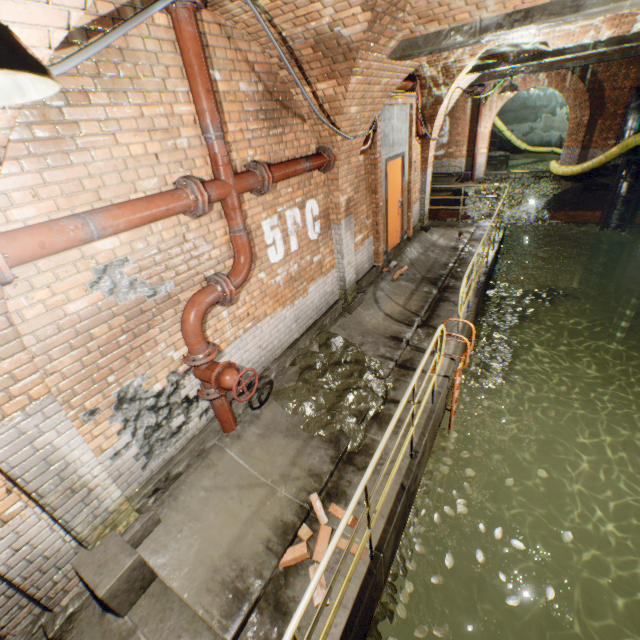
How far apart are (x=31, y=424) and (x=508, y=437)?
10.99m

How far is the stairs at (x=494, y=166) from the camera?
19.5m

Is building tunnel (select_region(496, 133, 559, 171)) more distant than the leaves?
Yes

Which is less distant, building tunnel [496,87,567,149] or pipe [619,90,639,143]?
pipe [619,90,639,143]

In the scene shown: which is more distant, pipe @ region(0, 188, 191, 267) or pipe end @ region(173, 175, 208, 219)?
pipe end @ region(173, 175, 208, 219)

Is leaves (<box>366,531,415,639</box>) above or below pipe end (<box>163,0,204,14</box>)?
below

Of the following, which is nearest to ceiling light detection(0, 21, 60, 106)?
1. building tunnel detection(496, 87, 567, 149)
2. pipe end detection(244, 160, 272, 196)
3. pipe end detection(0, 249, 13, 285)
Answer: pipe end detection(0, 249, 13, 285)

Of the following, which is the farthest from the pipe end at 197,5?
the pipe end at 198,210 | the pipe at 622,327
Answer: the pipe at 622,327
